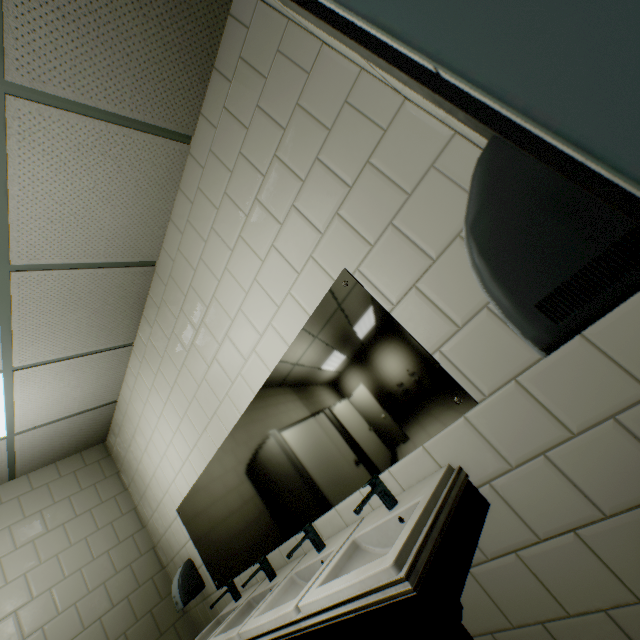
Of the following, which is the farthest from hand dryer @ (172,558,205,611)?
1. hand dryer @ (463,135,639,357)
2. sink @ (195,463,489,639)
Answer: hand dryer @ (463,135,639,357)

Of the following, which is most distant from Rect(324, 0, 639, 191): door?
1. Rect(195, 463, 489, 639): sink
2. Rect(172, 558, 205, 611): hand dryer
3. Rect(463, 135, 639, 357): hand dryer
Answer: Rect(172, 558, 205, 611): hand dryer

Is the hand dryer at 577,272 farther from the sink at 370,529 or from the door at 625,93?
the sink at 370,529

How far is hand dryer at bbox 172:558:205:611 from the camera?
2.9 meters

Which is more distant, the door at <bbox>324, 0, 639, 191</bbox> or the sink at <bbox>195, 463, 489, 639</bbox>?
the sink at <bbox>195, 463, 489, 639</bbox>

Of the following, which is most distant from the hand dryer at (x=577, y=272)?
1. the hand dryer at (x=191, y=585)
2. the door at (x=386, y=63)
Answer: the hand dryer at (x=191, y=585)

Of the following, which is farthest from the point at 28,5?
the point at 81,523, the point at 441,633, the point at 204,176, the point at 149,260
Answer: the point at 81,523
